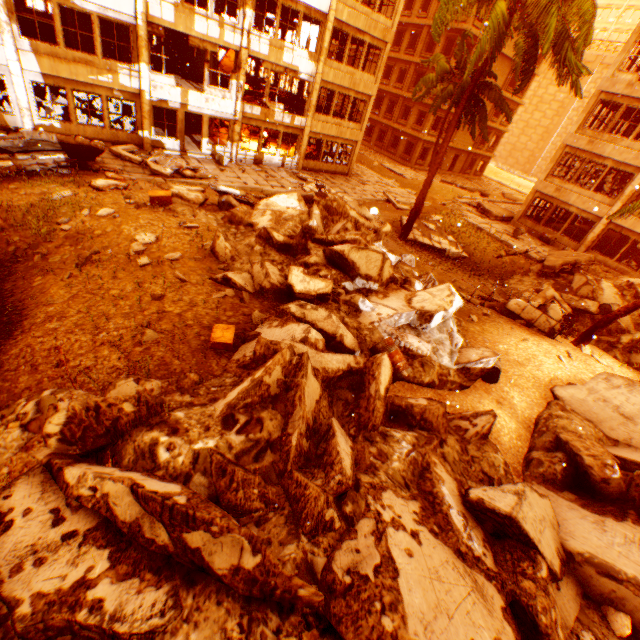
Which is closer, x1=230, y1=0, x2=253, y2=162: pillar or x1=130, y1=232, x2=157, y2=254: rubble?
x1=130, y1=232, x2=157, y2=254: rubble

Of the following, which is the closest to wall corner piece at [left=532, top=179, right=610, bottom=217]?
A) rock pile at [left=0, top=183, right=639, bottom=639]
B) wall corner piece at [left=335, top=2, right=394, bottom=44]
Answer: rock pile at [left=0, top=183, right=639, bottom=639]

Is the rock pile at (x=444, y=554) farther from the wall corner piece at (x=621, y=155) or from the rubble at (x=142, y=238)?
the wall corner piece at (x=621, y=155)

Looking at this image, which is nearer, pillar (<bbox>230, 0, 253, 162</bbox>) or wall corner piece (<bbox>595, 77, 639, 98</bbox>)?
pillar (<bbox>230, 0, 253, 162</bbox>)

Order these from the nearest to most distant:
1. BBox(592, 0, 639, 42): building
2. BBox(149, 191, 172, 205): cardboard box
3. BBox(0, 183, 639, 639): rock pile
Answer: BBox(0, 183, 639, 639): rock pile, BBox(149, 191, 172, 205): cardboard box, BBox(592, 0, 639, 42): building

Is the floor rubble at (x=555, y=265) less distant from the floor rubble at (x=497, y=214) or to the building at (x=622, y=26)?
the floor rubble at (x=497, y=214)

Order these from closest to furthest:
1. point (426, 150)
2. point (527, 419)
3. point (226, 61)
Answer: A:
1. point (527, 419)
2. point (226, 61)
3. point (426, 150)

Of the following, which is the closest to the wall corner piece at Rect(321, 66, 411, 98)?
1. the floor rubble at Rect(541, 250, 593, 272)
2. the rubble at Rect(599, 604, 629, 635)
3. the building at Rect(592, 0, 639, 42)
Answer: the floor rubble at Rect(541, 250, 593, 272)
